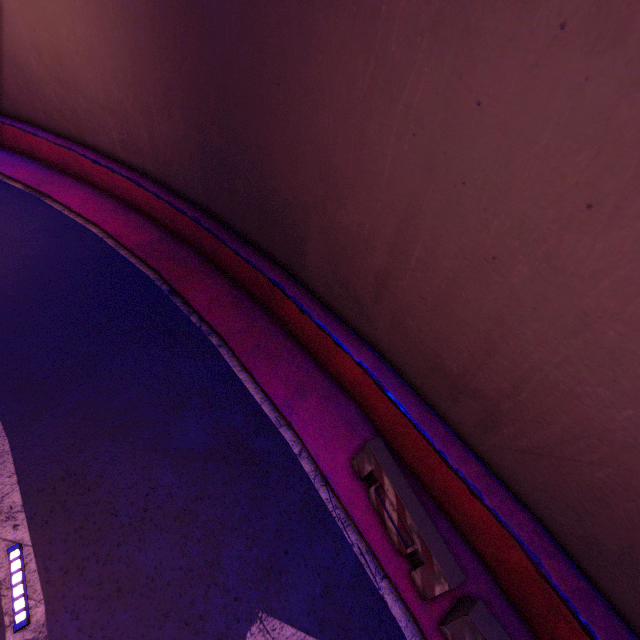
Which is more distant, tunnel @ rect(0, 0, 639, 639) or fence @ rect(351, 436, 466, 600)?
fence @ rect(351, 436, 466, 600)

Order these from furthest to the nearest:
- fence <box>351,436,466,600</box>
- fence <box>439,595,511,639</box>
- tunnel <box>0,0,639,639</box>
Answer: fence <box>351,436,466,600</box>
fence <box>439,595,511,639</box>
tunnel <box>0,0,639,639</box>

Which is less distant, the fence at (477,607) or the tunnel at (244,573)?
A: the tunnel at (244,573)

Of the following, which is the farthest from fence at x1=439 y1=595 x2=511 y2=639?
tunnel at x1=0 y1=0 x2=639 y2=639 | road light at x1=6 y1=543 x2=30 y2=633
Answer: road light at x1=6 y1=543 x2=30 y2=633

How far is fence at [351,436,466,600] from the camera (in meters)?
5.08

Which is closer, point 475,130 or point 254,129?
point 475,130

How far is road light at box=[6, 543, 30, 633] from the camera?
4.65m

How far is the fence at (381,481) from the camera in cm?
508
